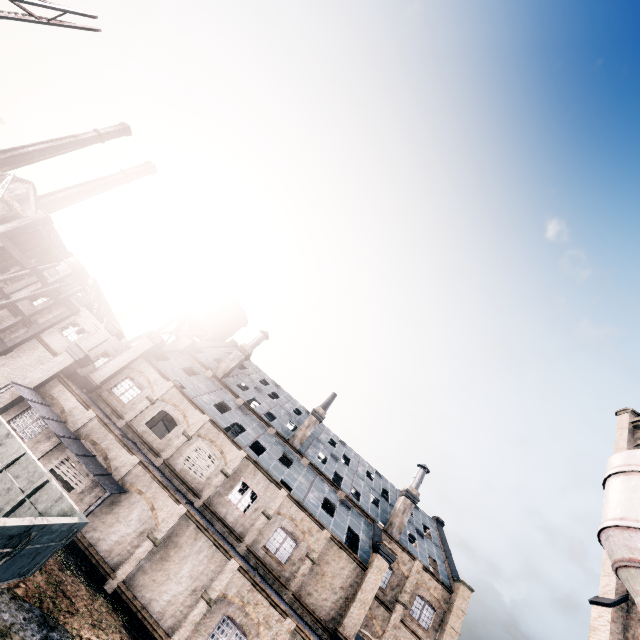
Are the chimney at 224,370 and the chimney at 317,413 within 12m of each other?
yes

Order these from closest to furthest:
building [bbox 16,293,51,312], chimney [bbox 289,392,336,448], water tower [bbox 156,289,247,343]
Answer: building [bbox 16,293,51,312] < chimney [bbox 289,392,336,448] < water tower [bbox 156,289,247,343]

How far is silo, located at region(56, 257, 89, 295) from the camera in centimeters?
5228cm

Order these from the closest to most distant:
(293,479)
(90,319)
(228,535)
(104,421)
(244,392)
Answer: (104,421) < (228,535) < (293,479) < (90,319) < (244,392)

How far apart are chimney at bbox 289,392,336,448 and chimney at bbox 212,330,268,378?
9.5m

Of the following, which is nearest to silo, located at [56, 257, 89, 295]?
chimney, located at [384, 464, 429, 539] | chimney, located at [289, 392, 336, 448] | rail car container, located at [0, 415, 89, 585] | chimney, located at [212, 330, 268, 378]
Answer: chimney, located at [212, 330, 268, 378]

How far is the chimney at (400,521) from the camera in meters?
30.9 m

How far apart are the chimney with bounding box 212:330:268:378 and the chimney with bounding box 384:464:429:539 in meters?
22.0 m
